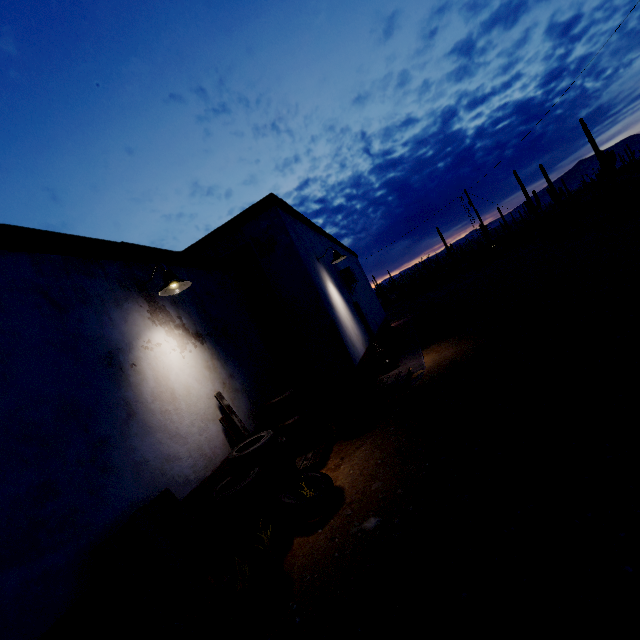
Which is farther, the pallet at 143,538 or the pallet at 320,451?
the pallet at 320,451

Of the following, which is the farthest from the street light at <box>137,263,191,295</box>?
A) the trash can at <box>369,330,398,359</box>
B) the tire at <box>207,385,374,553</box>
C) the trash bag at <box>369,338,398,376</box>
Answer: the trash can at <box>369,330,398,359</box>

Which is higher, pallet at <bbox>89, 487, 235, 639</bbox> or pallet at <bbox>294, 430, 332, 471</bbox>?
pallet at <bbox>89, 487, 235, 639</bbox>

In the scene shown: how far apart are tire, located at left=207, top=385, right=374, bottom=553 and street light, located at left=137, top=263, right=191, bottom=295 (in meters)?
2.34

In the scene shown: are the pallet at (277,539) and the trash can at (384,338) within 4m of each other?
no

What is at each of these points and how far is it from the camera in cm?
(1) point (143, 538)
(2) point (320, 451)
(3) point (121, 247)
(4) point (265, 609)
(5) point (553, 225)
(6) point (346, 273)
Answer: (1) pallet, 298
(2) pallet, 509
(3) roof trim, 452
(4) tire, 257
(5) plant, 2762
(6) air conditioner, 1071

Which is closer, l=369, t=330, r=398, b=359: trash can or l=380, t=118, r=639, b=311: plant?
l=369, t=330, r=398, b=359: trash can

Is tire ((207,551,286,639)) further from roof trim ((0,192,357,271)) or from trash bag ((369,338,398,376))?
trash bag ((369,338,398,376))
